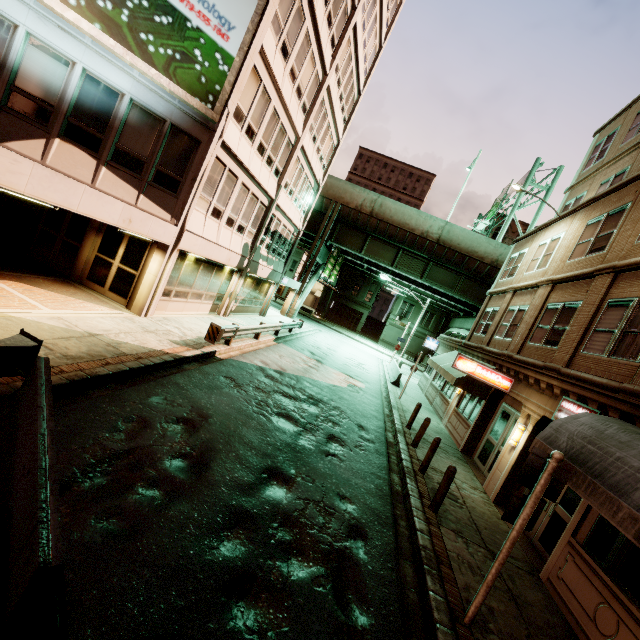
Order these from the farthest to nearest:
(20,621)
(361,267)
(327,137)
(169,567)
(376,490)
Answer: (361,267), (327,137), (376,490), (169,567), (20,621)

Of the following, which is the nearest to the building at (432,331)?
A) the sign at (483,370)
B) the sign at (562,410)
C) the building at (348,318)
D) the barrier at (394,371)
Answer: the building at (348,318)

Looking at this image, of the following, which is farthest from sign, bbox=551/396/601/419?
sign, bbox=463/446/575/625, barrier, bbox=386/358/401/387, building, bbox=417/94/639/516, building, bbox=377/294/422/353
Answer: building, bbox=377/294/422/353

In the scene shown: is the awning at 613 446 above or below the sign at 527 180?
below

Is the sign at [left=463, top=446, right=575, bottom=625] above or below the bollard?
above

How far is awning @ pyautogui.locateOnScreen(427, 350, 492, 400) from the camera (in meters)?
13.95

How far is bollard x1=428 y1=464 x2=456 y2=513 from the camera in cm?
795

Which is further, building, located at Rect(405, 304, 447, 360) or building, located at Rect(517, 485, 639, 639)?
building, located at Rect(405, 304, 447, 360)
